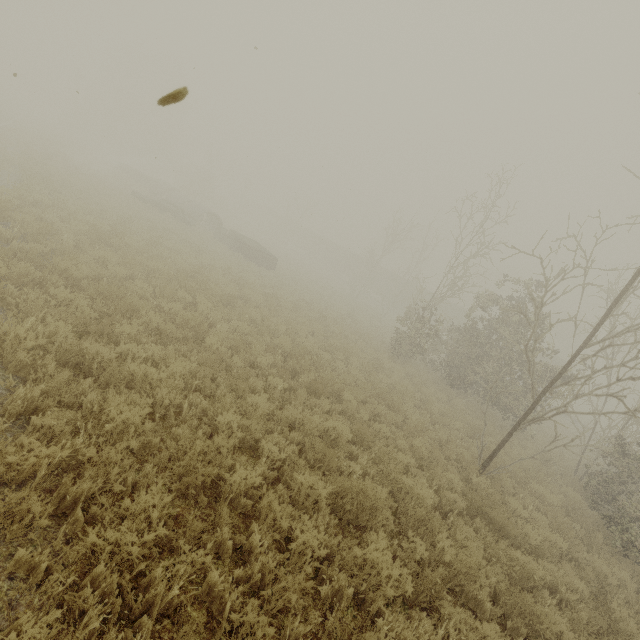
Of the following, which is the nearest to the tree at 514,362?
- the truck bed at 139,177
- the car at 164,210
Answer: the car at 164,210

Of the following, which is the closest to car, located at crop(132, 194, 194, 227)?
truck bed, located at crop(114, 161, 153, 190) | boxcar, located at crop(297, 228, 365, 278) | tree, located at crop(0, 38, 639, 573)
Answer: tree, located at crop(0, 38, 639, 573)

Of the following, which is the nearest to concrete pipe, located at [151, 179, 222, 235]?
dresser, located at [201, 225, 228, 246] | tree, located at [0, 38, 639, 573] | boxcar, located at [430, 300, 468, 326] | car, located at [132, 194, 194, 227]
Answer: dresser, located at [201, 225, 228, 246]

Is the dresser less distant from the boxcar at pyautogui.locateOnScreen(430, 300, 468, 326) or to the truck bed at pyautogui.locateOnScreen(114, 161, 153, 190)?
the truck bed at pyautogui.locateOnScreen(114, 161, 153, 190)

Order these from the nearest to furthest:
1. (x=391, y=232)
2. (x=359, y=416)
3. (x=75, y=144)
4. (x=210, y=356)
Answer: (x=210, y=356) → (x=359, y=416) → (x=391, y=232) → (x=75, y=144)

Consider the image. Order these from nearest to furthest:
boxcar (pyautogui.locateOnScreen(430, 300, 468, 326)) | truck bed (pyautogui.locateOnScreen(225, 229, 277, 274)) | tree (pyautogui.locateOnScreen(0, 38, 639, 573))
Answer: tree (pyautogui.locateOnScreen(0, 38, 639, 573)), truck bed (pyautogui.locateOnScreen(225, 229, 277, 274)), boxcar (pyautogui.locateOnScreen(430, 300, 468, 326))

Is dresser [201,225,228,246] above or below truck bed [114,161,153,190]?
below

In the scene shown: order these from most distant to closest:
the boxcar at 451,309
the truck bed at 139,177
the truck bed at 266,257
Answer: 1. the boxcar at 451,309
2. the truck bed at 139,177
3. the truck bed at 266,257
